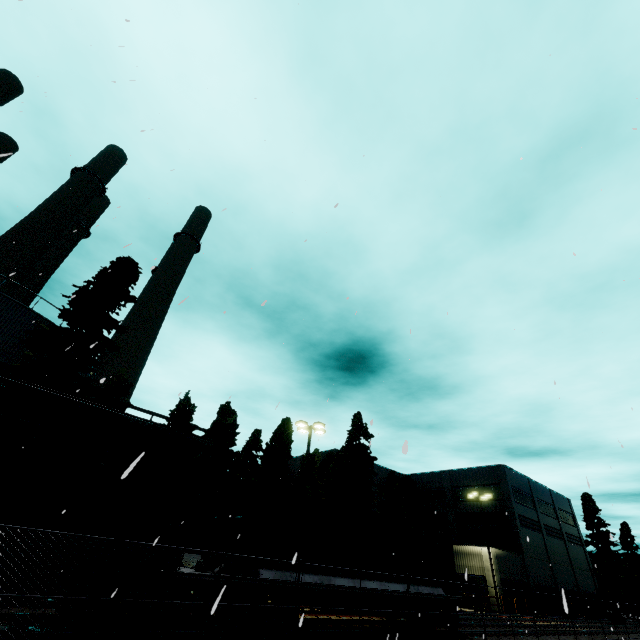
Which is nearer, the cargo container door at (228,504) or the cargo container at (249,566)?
the cargo container at (249,566)

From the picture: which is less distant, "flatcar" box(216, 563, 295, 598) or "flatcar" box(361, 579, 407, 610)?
"flatcar" box(216, 563, 295, 598)

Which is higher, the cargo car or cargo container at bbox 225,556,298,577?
the cargo car

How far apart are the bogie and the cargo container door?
9.5m

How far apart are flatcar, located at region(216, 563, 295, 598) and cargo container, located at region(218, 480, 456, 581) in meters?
0.0 m

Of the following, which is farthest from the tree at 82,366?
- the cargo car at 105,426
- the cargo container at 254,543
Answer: the cargo container at 254,543

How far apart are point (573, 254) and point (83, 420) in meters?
11.3 m
